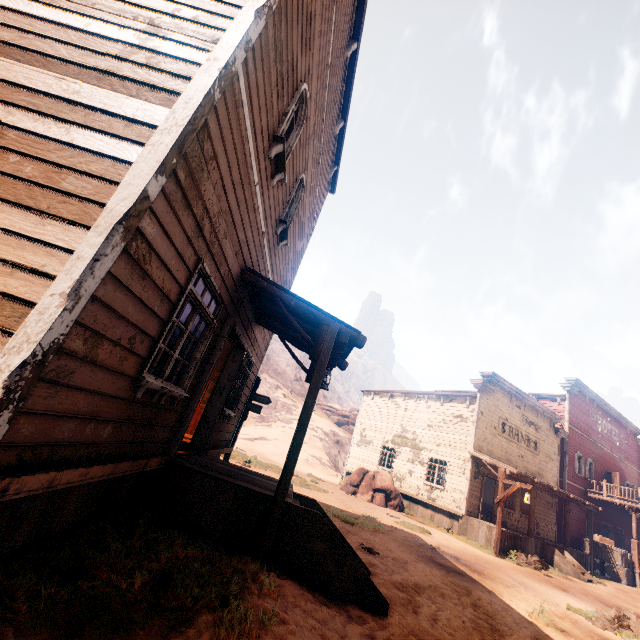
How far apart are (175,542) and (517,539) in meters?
18.4

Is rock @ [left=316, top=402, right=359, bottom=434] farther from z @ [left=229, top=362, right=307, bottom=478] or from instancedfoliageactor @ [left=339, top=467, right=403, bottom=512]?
instancedfoliageactor @ [left=339, top=467, right=403, bottom=512]

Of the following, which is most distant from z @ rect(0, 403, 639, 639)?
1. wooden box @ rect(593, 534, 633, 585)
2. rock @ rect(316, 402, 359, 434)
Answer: rock @ rect(316, 402, 359, 434)

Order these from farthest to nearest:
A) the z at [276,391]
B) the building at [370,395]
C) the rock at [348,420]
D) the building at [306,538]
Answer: the rock at [348,420] → the z at [276,391] → the building at [370,395] → the building at [306,538]

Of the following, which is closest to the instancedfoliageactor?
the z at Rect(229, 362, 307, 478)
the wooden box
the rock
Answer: the z at Rect(229, 362, 307, 478)

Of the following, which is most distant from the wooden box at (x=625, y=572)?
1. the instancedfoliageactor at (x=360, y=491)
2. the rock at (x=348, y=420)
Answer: the rock at (x=348, y=420)

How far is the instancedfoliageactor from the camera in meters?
17.6

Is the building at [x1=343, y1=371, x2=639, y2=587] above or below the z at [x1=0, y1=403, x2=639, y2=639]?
above
